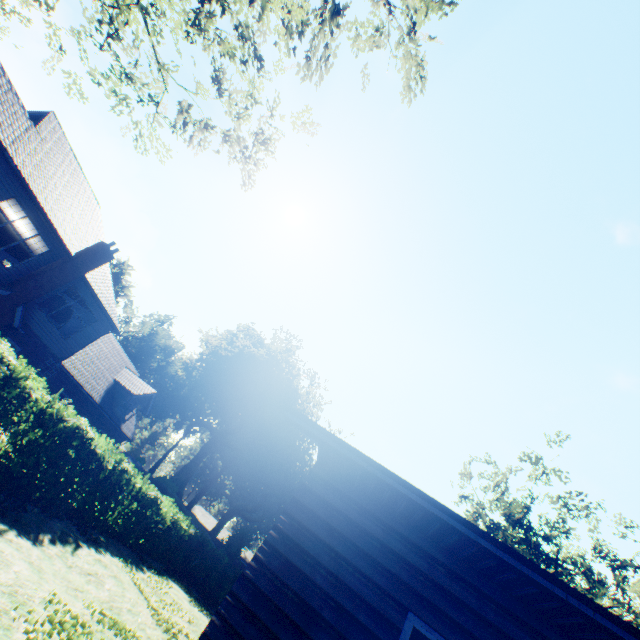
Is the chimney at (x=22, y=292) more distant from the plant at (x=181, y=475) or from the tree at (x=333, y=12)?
the plant at (x=181, y=475)

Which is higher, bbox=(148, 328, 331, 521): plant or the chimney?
bbox=(148, 328, 331, 521): plant

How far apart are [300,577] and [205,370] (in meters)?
54.99

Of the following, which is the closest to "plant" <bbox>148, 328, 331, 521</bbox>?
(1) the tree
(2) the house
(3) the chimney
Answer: (1) the tree

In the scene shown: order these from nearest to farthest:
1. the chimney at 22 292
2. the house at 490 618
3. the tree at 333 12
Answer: the house at 490 618 < the tree at 333 12 < the chimney at 22 292

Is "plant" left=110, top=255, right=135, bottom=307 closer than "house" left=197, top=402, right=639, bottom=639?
No

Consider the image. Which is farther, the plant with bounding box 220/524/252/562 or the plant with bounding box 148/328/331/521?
the plant with bounding box 148/328/331/521

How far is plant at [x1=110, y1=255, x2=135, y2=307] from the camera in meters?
54.6
